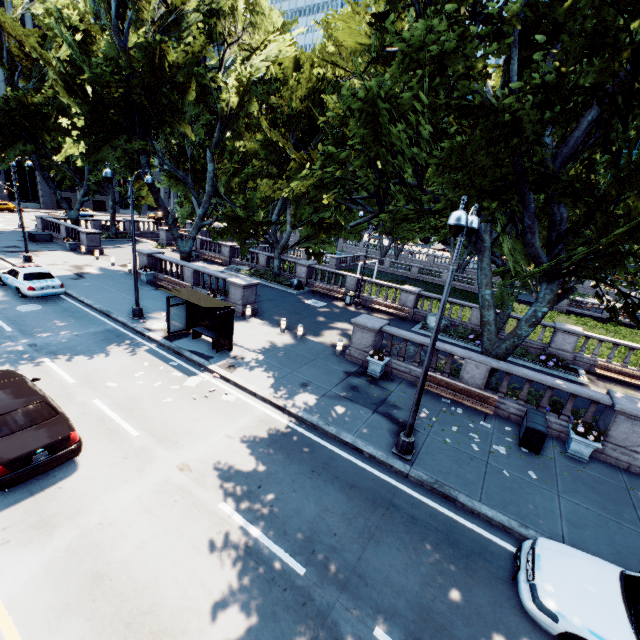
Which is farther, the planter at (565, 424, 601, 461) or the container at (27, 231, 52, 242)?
the container at (27, 231, 52, 242)

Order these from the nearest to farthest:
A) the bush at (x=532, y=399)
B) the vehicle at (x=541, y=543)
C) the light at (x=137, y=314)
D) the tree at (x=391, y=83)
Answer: the vehicle at (x=541, y=543) < the tree at (x=391, y=83) < the bush at (x=532, y=399) < the light at (x=137, y=314)

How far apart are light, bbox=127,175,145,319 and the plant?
19.63m

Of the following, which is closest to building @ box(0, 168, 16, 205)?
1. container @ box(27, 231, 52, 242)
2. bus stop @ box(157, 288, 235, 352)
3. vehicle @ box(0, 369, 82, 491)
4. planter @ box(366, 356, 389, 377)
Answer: container @ box(27, 231, 52, 242)

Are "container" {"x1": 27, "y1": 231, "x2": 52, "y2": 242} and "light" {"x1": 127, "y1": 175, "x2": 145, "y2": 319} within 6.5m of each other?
no

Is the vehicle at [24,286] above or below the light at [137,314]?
above

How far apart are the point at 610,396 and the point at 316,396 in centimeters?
1044cm

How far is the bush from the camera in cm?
1359
